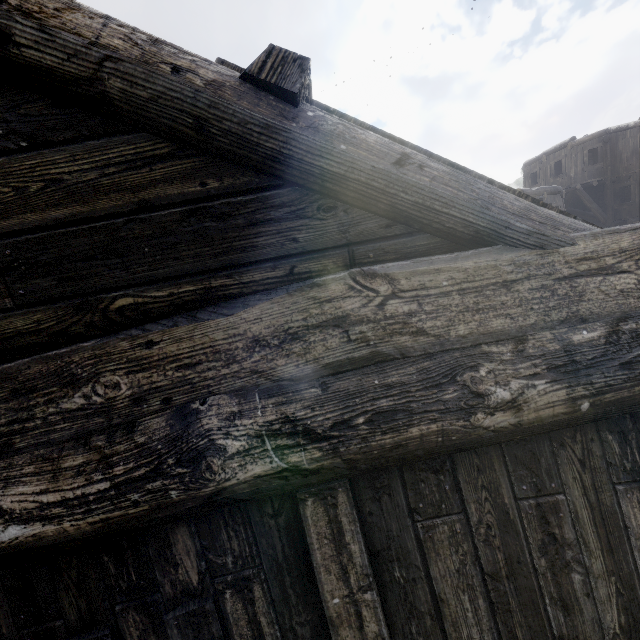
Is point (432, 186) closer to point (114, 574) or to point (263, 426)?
point (263, 426)
